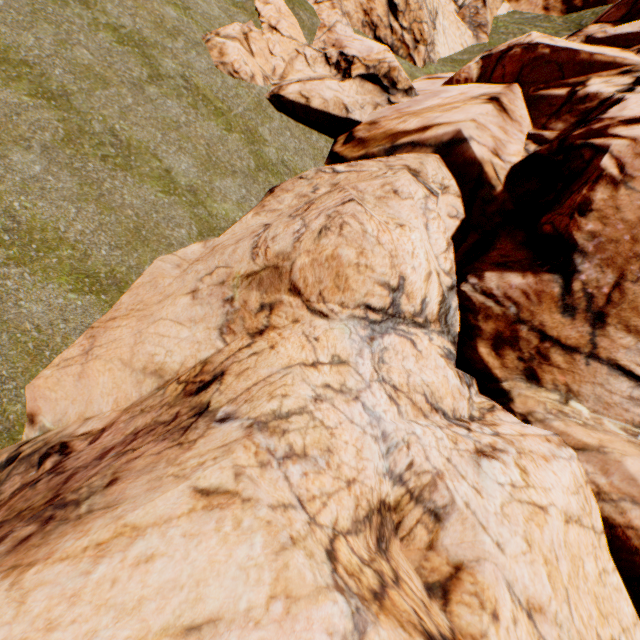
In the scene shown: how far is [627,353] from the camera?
6.0 meters
